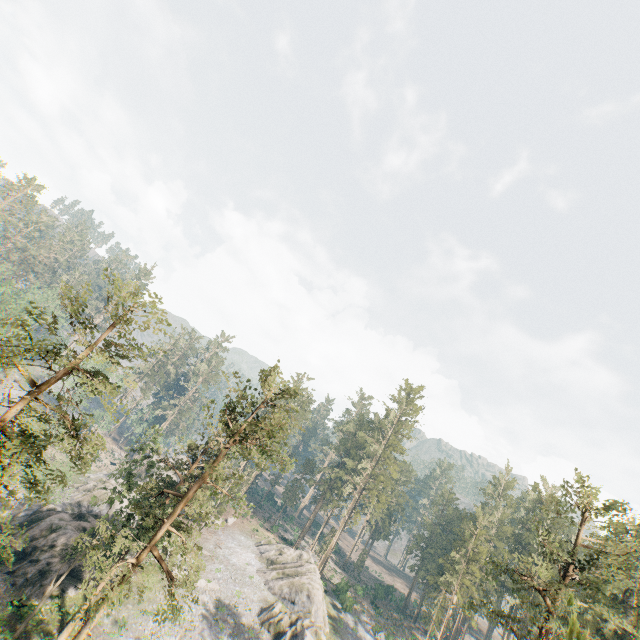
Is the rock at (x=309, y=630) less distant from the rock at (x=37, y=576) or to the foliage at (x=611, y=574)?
the foliage at (x=611, y=574)

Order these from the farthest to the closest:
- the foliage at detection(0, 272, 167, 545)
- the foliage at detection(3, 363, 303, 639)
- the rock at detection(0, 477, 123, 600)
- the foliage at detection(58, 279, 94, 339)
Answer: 1. the rock at detection(0, 477, 123, 600)
2. the foliage at detection(3, 363, 303, 639)
3. the foliage at detection(58, 279, 94, 339)
4. the foliage at detection(0, 272, 167, 545)

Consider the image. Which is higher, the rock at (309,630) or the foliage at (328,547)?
the foliage at (328,547)

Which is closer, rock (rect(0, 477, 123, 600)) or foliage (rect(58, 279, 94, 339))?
foliage (rect(58, 279, 94, 339))

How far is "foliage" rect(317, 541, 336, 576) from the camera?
58.1m

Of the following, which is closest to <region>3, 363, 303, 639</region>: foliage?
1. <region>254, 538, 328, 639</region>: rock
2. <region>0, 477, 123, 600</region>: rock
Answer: <region>0, 477, 123, 600</region>: rock

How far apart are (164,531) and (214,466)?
5.9 meters
